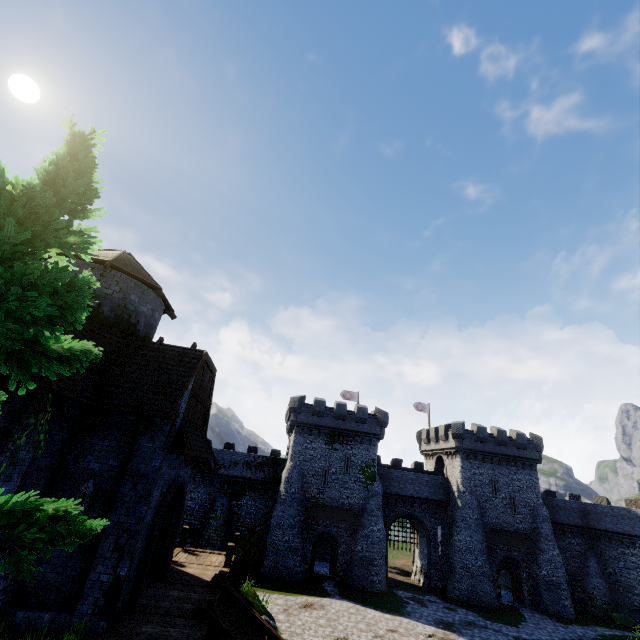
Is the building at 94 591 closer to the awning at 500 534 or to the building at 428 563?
the building at 428 563

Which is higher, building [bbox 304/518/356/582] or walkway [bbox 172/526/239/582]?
walkway [bbox 172/526/239/582]

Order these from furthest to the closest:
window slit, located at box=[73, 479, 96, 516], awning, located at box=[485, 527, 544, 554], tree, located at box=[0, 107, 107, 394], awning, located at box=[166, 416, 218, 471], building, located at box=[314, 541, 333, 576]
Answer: building, located at box=[314, 541, 333, 576], awning, located at box=[485, 527, 544, 554], awning, located at box=[166, 416, 218, 471], window slit, located at box=[73, 479, 96, 516], tree, located at box=[0, 107, 107, 394]

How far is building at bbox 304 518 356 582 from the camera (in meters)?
31.38

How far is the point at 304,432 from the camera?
36.5 meters

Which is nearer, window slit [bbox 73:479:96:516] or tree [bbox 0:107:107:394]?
tree [bbox 0:107:107:394]

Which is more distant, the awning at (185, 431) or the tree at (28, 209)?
the awning at (185, 431)
